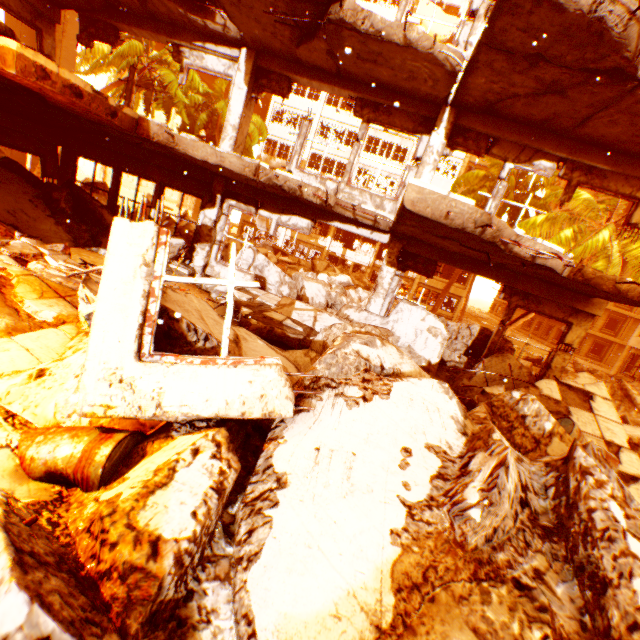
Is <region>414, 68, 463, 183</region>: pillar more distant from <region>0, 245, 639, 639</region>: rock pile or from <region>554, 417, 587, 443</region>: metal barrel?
<region>554, 417, 587, 443</region>: metal barrel

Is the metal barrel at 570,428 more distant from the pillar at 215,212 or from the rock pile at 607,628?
the pillar at 215,212

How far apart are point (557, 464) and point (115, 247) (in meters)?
3.99

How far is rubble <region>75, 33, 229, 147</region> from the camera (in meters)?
16.47

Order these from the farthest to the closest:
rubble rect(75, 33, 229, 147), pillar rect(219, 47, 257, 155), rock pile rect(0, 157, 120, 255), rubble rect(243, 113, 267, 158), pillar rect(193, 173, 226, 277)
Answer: rubble rect(243, 113, 267, 158)
rubble rect(75, 33, 229, 147)
pillar rect(193, 173, 226, 277)
pillar rect(219, 47, 257, 155)
rock pile rect(0, 157, 120, 255)

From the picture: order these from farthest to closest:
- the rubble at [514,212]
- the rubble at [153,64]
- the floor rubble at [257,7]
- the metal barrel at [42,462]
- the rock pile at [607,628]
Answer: the rubble at [514,212], the rubble at [153,64], the floor rubble at [257,7], the metal barrel at [42,462], the rock pile at [607,628]

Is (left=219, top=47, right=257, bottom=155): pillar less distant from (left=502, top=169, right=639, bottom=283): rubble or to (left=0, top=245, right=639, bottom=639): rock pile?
(left=0, top=245, right=639, bottom=639): rock pile
